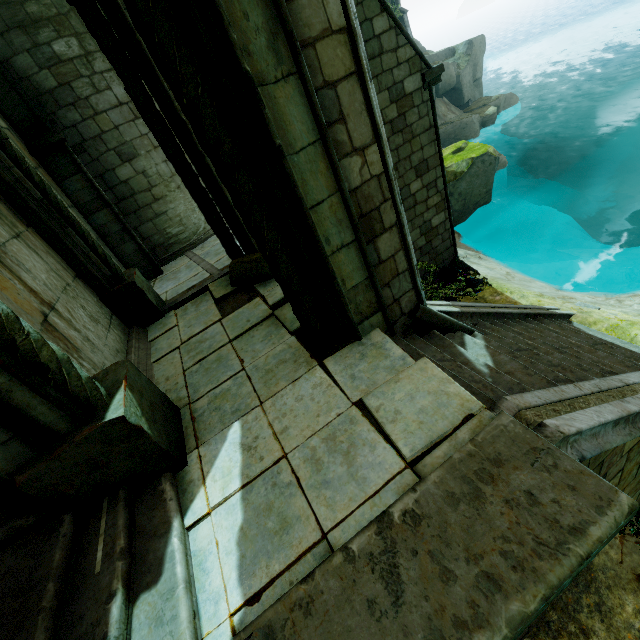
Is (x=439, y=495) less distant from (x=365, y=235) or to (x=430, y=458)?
(x=430, y=458)

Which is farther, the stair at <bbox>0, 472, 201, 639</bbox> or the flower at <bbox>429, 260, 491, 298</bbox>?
the flower at <bbox>429, 260, 491, 298</bbox>

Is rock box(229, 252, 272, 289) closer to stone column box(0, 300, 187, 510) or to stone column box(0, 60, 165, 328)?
stone column box(0, 300, 187, 510)

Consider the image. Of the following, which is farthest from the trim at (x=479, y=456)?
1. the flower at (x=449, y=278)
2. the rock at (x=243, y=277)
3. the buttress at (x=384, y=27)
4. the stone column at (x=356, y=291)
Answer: the flower at (x=449, y=278)

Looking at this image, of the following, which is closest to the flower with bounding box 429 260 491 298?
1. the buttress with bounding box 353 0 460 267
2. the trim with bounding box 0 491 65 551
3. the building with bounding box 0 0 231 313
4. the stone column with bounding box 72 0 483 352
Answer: the buttress with bounding box 353 0 460 267

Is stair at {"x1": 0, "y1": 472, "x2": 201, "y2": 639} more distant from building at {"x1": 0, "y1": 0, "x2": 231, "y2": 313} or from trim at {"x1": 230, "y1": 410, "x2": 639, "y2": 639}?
building at {"x1": 0, "y1": 0, "x2": 231, "y2": 313}

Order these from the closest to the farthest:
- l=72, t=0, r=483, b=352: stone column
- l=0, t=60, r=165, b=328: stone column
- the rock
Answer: Answer: l=72, t=0, r=483, b=352: stone column, l=0, t=60, r=165, b=328: stone column, the rock

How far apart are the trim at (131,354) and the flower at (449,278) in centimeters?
766cm
